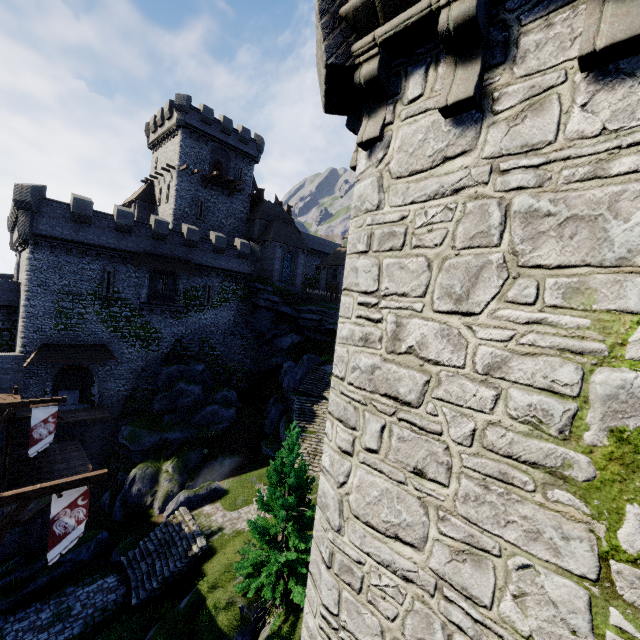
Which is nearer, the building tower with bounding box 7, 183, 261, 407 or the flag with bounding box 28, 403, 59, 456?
the flag with bounding box 28, 403, 59, 456

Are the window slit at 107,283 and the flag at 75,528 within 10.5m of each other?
no

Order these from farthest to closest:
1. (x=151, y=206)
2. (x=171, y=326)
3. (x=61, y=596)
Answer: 1. (x=151, y=206)
2. (x=171, y=326)
3. (x=61, y=596)

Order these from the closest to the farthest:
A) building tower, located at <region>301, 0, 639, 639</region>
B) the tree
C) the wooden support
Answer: building tower, located at <region>301, 0, 639, 639</region> → the wooden support → the tree

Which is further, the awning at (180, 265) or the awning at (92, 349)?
the awning at (180, 265)

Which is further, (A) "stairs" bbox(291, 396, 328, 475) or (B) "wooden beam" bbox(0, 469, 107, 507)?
(A) "stairs" bbox(291, 396, 328, 475)

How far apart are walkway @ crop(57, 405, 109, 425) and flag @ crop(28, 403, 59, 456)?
7.5m

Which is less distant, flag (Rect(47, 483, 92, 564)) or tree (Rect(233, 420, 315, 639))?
flag (Rect(47, 483, 92, 564))
